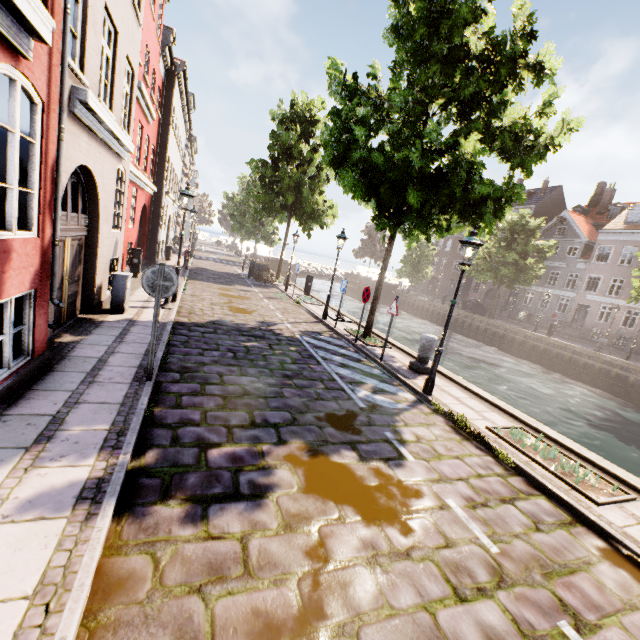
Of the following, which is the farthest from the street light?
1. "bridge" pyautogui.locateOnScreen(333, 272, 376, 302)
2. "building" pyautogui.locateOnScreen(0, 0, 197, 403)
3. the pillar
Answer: "bridge" pyautogui.locateOnScreen(333, 272, 376, 302)

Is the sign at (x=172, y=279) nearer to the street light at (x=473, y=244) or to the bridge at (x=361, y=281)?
the street light at (x=473, y=244)

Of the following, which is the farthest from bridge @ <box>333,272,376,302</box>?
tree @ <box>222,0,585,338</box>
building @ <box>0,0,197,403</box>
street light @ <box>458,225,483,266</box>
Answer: street light @ <box>458,225,483,266</box>

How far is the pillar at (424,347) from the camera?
8.97m

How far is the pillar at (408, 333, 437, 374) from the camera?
9.0 meters

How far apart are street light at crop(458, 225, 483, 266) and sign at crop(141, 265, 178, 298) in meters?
5.6

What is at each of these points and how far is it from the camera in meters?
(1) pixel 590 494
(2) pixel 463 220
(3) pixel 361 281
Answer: (1) tree planter, 4.8
(2) tree, 10.7
(3) bridge, 45.9

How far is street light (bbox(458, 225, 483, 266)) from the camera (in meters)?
6.73
